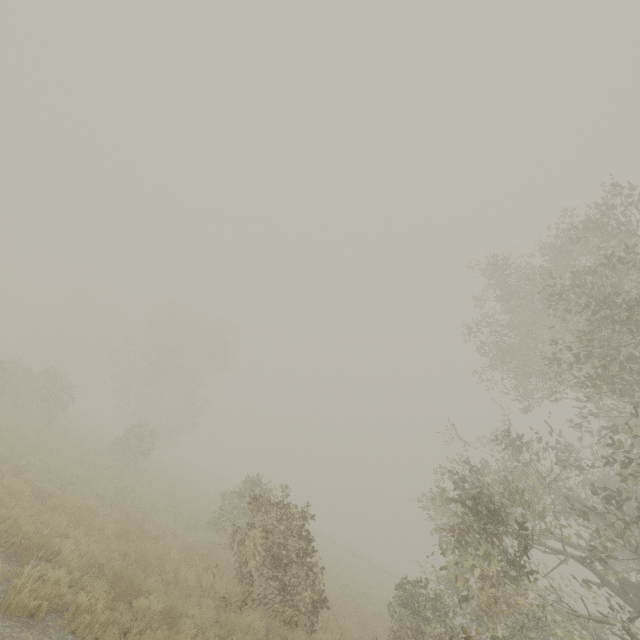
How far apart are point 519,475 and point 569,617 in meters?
4.2 m
